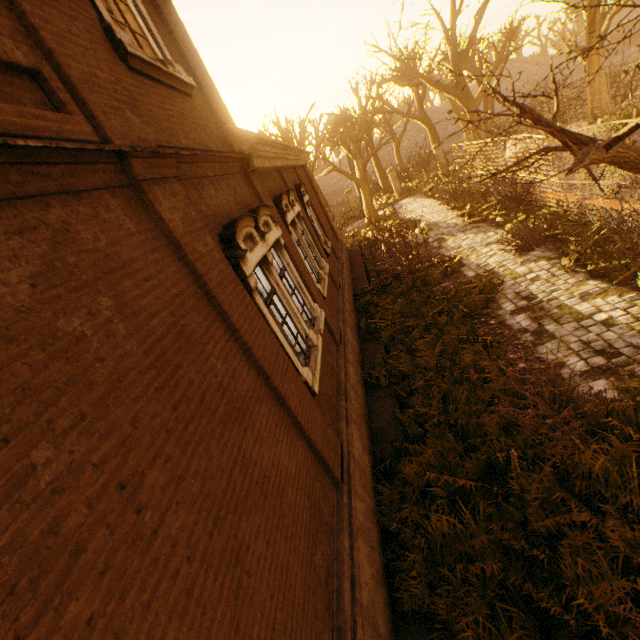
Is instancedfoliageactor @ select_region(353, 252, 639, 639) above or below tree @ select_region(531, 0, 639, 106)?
below

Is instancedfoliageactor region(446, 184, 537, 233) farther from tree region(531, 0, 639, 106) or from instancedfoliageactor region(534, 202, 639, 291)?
tree region(531, 0, 639, 106)

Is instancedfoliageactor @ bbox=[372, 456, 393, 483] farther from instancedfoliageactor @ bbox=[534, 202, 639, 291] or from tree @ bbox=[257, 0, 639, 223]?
tree @ bbox=[257, 0, 639, 223]

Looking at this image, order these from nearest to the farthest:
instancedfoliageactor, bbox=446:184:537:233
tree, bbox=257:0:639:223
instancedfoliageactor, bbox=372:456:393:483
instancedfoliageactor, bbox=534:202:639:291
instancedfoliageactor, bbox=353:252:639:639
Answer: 1. instancedfoliageactor, bbox=353:252:639:639
2. tree, bbox=257:0:639:223
3. instancedfoliageactor, bbox=372:456:393:483
4. instancedfoliageactor, bbox=534:202:639:291
5. instancedfoliageactor, bbox=446:184:537:233

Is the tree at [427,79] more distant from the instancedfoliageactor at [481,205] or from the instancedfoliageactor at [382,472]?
the instancedfoliageactor at [481,205]

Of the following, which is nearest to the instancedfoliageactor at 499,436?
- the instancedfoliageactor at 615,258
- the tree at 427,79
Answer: the instancedfoliageactor at 615,258

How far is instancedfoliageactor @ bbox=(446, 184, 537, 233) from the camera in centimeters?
1233cm

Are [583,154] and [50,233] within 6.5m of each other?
yes
